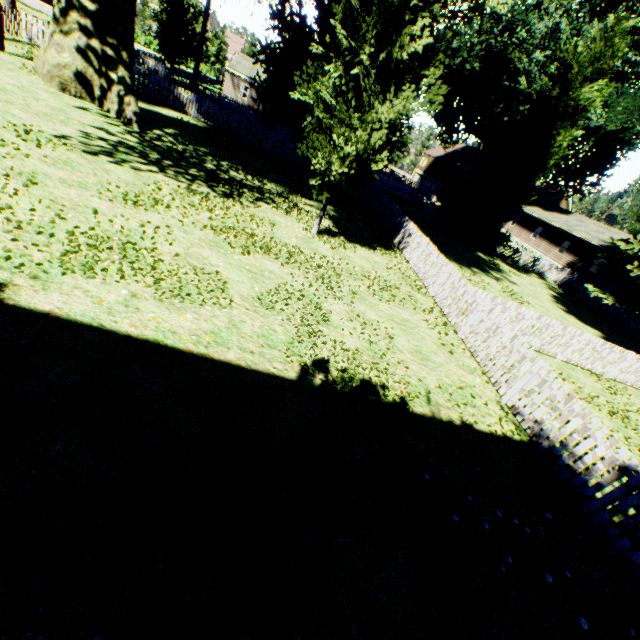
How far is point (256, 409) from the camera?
4.4m

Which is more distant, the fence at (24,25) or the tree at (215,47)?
the tree at (215,47)

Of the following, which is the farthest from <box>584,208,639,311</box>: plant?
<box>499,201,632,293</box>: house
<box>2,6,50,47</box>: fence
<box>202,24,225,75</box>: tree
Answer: <box>499,201,632,293</box>: house

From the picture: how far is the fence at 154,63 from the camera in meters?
19.8 m

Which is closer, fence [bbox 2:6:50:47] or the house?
fence [bbox 2:6:50:47]

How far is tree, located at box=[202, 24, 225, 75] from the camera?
50.05m

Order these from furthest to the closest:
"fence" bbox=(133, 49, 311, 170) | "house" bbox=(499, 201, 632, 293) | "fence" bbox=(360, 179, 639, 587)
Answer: "house" bbox=(499, 201, 632, 293), "fence" bbox=(133, 49, 311, 170), "fence" bbox=(360, 179, 639, 587)
